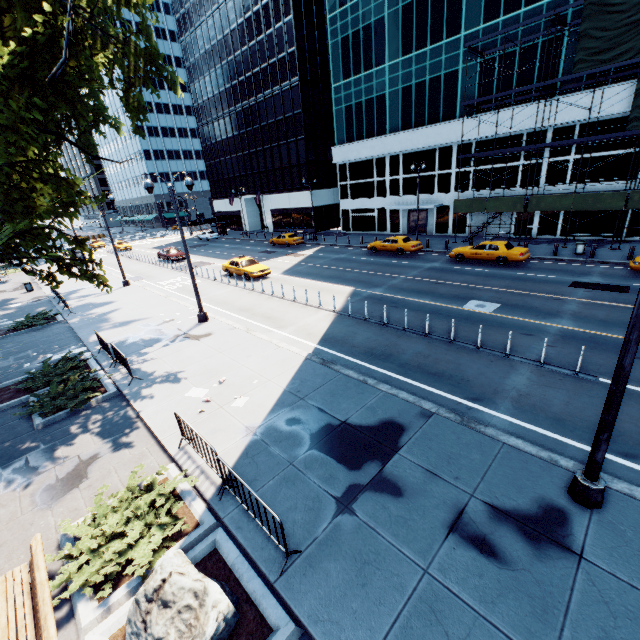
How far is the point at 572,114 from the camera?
25.1m

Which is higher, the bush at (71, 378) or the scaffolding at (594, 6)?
the scaffolding at (594, 6)

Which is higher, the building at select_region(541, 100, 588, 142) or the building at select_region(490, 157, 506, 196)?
the building at select_region(541, 100, 588, 142)

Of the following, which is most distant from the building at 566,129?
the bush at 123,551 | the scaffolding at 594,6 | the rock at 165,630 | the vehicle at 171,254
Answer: the rock at 165,630

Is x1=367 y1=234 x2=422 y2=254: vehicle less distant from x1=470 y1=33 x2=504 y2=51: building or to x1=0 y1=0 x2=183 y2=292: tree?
x1=470 y1=33 x2=504 y2=51: building

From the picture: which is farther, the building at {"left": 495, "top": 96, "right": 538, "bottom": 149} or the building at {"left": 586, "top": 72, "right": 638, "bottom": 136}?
the building at {"left": 495, "top": 96, "right": 538, "bottom": 149}

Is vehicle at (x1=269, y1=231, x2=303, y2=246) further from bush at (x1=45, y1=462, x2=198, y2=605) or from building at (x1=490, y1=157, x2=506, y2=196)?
bush at (x1=45, y1=462, x2=198, y2=605)

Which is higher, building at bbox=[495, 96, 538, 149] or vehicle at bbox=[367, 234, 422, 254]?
building at bbox=[495, 96, 538, 149]
